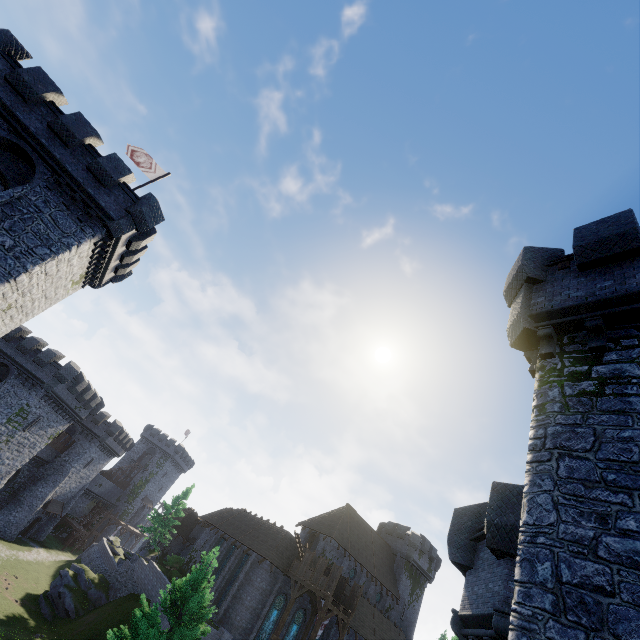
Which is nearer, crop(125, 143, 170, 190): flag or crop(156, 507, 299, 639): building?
crop(125, 143, 170, 190): flag

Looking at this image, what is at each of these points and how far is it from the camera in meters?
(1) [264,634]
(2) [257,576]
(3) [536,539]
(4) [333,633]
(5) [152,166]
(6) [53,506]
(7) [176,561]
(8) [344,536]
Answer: (1) window glass, 29.3 m
(2) building, 30.3 m
(3) building tower, 5.4 m
(4) building, 33.0 m
(5) flag, 22.6 m
(6) awning, 46.7 m
(7) bush, 40.9 m
(8) building, 40.9 m

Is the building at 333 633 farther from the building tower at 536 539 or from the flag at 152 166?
the flag at 152 166

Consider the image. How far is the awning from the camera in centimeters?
4494cm

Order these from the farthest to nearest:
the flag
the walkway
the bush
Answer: the bush < the walkway < the flag

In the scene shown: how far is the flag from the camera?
21.91m

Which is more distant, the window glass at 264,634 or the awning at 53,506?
the awning at 53,506

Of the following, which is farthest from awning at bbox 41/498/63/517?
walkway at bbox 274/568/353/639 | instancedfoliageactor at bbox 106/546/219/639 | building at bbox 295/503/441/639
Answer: instancedfoliageactor at bbox 106/546/219/639
